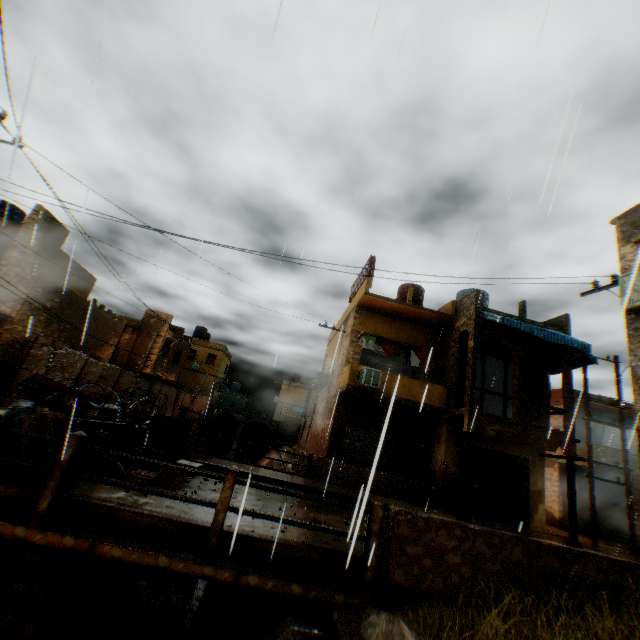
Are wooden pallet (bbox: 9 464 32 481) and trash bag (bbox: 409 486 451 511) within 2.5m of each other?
no

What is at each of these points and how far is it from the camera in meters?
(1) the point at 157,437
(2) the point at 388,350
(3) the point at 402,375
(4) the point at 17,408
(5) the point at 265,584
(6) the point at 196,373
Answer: (1) concrete block, 11.7
(2) dryer, 16.1
(3) building, 16.8
(4) concrete block, 5.3
(5) bridge, 4.5
(6) building, 39.2

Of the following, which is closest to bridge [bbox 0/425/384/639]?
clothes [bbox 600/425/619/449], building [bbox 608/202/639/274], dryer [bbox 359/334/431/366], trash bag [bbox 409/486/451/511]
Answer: building [bbox 608/202/639/274]

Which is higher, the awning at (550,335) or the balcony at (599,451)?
the awning at (550,335)

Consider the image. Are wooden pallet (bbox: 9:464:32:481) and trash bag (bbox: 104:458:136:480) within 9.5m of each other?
yes

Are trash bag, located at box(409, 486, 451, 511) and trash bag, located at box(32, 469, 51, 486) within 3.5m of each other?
no

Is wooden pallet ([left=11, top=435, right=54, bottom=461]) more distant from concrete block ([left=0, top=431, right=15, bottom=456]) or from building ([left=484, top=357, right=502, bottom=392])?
building ([left=484, top=357, right=502, bottom=392])

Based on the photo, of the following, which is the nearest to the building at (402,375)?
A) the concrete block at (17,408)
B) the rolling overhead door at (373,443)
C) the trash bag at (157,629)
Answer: the rolling overhead door at (373,443)
